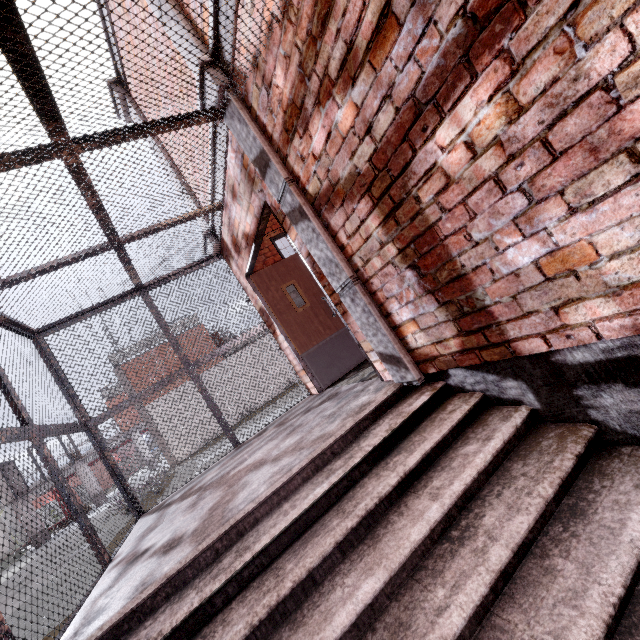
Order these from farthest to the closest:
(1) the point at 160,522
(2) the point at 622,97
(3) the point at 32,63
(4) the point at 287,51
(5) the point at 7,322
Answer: (5) the point at 7,322 < (1) the point at 160,522 < (4) the point at 287,51 < (3) the point at 32,63 < (2) the point at 622,97

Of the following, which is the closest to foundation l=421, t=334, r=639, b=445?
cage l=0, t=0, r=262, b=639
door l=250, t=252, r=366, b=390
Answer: cage l=0, t=0, r=262, b=639

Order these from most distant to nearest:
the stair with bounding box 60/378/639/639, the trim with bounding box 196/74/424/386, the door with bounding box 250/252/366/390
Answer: the door with bounding box 250/252/366/390, the trim with bounding box 196/74/424/386, the stair with bounding box 60/378/639/639

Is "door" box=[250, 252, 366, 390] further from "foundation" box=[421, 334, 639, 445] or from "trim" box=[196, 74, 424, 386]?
"foundation" box=[421, 334, 639, 445]

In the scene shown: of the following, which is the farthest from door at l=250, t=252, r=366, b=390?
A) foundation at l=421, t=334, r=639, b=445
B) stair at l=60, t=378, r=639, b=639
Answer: foundation at l=421, t=334, r=639, b=445

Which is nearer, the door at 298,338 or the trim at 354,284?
the trim at 354,284

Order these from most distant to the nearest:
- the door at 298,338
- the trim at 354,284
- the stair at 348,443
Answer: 1. the door at 298,338
2. the trim at 354,284
3. the stair at 348,443
